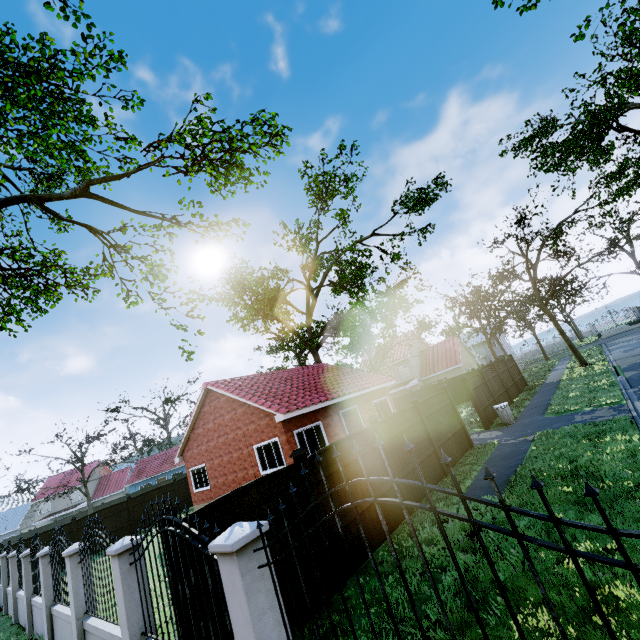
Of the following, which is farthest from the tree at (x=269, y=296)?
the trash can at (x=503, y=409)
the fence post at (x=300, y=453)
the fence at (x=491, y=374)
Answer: the fence post at (x=300, y=453)

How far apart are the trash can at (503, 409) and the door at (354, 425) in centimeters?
691cm

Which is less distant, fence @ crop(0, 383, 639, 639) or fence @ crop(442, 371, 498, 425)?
fence @ crop(0, 383, 639, 639)

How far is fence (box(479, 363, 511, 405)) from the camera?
17.9 meters

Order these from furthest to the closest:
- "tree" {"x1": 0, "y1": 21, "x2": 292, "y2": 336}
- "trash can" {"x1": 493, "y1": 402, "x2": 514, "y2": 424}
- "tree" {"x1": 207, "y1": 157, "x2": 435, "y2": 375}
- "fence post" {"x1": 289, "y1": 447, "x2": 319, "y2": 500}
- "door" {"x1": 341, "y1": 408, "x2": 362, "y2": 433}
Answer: "tree" {"x1": 207, "y1": 157, "x2": 435, "y2": 375}, "door" {"x1": 341, "y1": 408, "x2": 362, "y2": 433}, "trash can" {"x1": 493, "y1": 402, "x2": 514, "y2": 424}, "tree" {"x1": 0, "y1": 21, "x2": 292, "y2": 336}, "fence post" {"x1": 289, "y1": 447, "x2": 319, "y2": 500}

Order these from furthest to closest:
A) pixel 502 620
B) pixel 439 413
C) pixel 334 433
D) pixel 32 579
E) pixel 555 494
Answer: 1. pixel 334 433
2. pixel 439 413
3. pixel 32 579
4. pixel 555 494
5. pixel 502 620

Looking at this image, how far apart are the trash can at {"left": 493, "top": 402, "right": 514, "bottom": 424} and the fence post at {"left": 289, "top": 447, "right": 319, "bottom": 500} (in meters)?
11.55

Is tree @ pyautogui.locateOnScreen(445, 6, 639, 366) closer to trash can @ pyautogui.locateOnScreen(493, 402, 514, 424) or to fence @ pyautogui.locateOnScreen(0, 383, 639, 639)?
fence @ pyautogui.locateOnScreen(0, 383, 639, 639)
